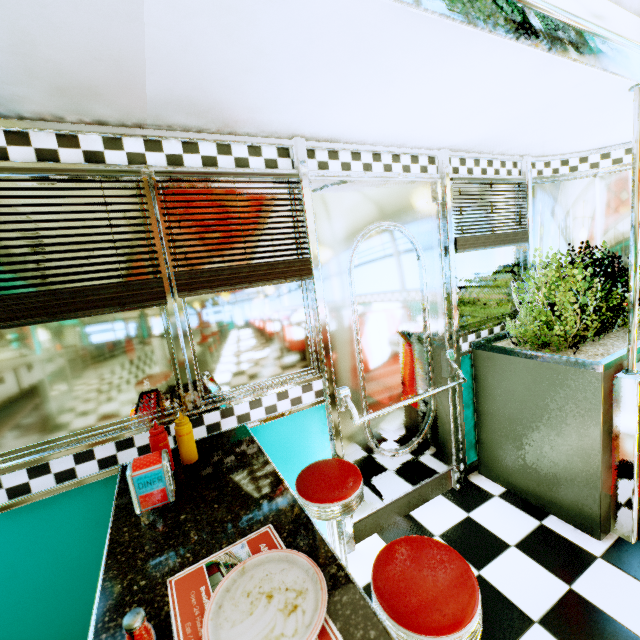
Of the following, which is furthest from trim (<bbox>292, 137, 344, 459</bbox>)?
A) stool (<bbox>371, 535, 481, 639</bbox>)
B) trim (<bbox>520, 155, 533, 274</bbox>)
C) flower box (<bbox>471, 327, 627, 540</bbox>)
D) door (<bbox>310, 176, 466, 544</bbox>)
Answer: trim (<bbox>520, 155, 533, 274</bbox>)

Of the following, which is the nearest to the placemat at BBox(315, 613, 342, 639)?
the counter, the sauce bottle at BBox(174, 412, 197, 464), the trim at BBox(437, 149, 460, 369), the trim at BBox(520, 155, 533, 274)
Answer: the counter

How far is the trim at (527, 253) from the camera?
2.80m

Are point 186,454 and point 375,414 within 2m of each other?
yes

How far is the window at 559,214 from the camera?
2.9 meters

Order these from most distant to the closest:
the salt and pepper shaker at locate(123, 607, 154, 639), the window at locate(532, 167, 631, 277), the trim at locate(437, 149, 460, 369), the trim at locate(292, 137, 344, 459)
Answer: the window at locate(532, 167, 631, 277) < the trim at locate(437, 149, 460, 369) < the trim at locate(292, 137, 344, 459) < the salt and pepper shaker at locate(123, 607, 154, 639)

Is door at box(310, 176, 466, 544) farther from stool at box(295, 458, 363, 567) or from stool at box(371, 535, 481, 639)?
stool at box(371, 535, 481, 639)

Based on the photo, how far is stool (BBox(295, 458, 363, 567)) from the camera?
1.61m
